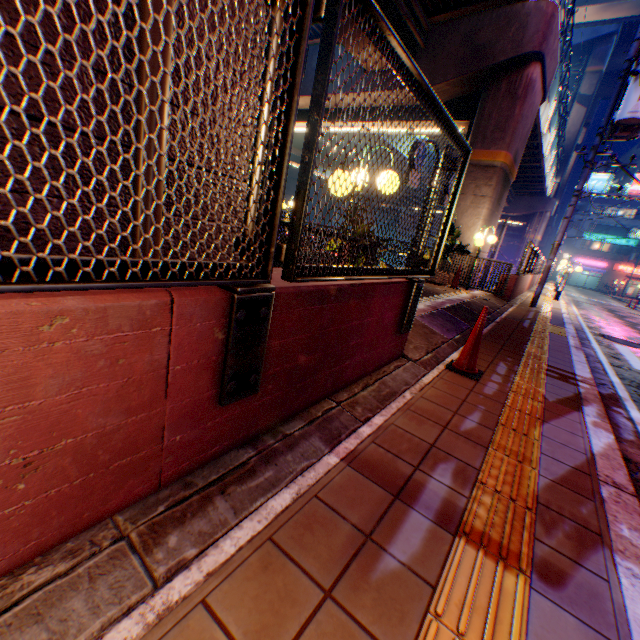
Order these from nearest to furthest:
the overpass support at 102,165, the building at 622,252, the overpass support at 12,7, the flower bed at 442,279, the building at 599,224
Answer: the overpass support at 12,7
the overpass support at 102,165
the flower bed at 442,279
the building at 599,224
the building at 622,252

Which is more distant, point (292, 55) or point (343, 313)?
point (343, 313)

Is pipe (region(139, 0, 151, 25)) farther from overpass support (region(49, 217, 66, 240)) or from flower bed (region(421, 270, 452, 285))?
flower bed (region(421, 270, 452, 285))

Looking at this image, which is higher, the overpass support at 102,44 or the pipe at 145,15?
the pipe at 145,15

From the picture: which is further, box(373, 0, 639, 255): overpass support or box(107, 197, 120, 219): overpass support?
box(373, 0, 639, 255): overpass support

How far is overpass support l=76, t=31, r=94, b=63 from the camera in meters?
1.9 m

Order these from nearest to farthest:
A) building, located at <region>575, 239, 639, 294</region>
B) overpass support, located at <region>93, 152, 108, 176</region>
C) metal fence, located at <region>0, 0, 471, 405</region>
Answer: metal fence, located at <region>0, 0, 471, 405</region> < overpass support, located at <region>93, 152, 108, 176</region> < building, located at <region>575, 239, 639, 294</region>

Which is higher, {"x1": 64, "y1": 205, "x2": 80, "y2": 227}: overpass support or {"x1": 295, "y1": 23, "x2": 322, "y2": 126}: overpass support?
{"x1": 295, "y1": 23, "x2": 322, "y2": 126}: overpass support
